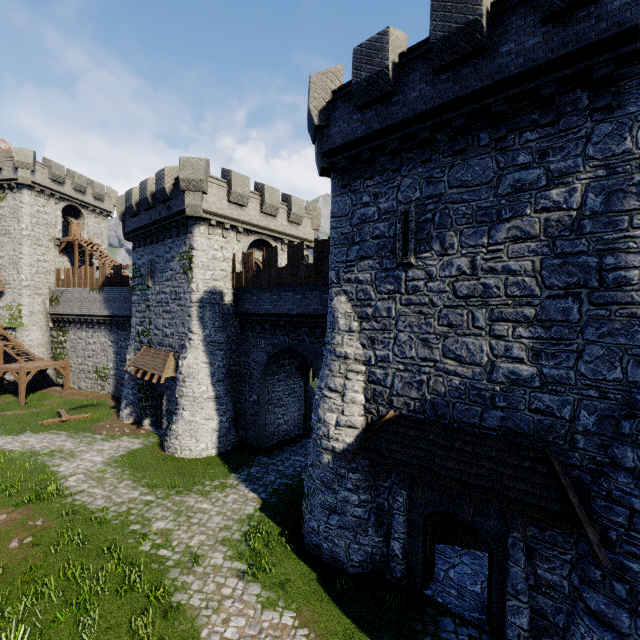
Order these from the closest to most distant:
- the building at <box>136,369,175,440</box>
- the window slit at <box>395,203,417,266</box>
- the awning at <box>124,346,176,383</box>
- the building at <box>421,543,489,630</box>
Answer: A: the building at <box>421,543,489,630</box>, the window slit at <box>395,203,417,266</box>, the awning at <box>124,346,176,383</box>, the building at <box>136,369,175,440</box>

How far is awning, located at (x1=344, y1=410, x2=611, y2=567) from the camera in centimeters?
697cm

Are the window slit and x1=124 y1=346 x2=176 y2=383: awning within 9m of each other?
no

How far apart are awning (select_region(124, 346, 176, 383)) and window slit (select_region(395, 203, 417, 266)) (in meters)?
15.46

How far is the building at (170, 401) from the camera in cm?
2059

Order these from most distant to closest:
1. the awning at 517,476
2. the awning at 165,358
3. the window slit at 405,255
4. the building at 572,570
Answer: the awning at 165,358 < the window slit at 405,255 < the building at 572,570 < the awning at 517,476

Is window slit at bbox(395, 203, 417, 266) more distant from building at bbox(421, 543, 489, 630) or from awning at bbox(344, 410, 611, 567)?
awning at bbox(344, 410, 611, 567)

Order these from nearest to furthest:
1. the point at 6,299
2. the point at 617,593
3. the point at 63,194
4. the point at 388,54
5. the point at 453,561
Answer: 1. the point at 617,593
2. the point at 388,54
3. the point at 453,561
4. the point at 6,299
5. the point at 63,194
